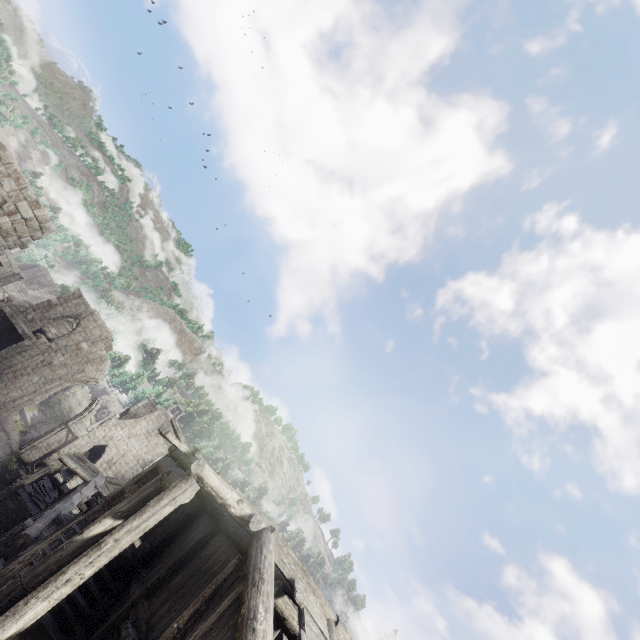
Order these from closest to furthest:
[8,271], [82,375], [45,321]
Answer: [45,321] → [82,375] → [8,271]

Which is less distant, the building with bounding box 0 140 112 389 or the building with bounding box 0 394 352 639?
the building with bounding box 0 394 352 639

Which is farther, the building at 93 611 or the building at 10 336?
the building at 10 336
